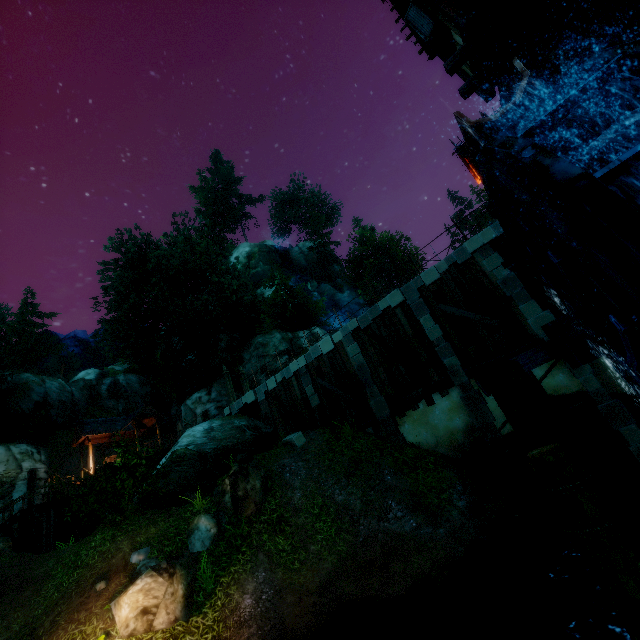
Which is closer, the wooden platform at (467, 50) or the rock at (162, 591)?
the wooden platform at (467, 50)

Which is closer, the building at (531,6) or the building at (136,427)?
the building at (531,6)

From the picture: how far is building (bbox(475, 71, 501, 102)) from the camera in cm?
745

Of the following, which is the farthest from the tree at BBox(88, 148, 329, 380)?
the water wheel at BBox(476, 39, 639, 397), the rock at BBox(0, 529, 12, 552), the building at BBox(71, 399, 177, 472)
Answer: the water wheel at BBox(476, 39, 639, 397)

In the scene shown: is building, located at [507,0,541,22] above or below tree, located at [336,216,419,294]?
below

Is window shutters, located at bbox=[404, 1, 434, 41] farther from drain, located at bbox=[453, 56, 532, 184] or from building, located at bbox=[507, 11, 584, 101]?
→ drain, located at bbox=[453, 56, 532, 184]

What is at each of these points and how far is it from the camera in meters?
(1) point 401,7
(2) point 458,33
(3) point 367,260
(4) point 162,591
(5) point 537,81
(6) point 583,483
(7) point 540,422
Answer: (1) building, 8.9 m
(2) building, 6.6 m
(3) tree, 48.4 m
(4) rock, 7.5 m
(5) window, 8.6 m
(6) rope, 3.5 m
(7) piling, 4.2 m

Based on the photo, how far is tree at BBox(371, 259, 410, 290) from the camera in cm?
4188
